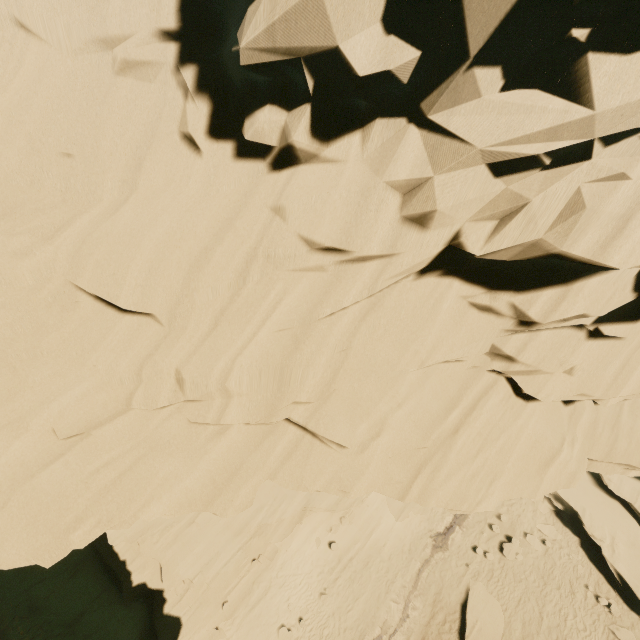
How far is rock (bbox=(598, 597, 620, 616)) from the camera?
17.16m

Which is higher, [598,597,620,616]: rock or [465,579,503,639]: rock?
[598,597,620,616]: rock

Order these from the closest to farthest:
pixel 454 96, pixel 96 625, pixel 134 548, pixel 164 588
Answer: pixel 454 96 < pixel 96 625 < pixel 164 588 < pixel 134 548

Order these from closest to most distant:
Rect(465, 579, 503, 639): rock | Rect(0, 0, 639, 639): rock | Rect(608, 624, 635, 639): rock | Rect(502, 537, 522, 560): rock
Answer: Rect(0, 0, 639, 639): rock
Rect(608, 624, 635, 639): rock
Rect(465, 579, 503, 639): rock
Rect(502, 537, 522, 560): rock

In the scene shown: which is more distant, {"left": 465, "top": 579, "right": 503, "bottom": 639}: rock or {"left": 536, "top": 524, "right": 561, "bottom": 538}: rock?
{"left": 536, "top": 524, "right": 561, "bottom": 538}: rock

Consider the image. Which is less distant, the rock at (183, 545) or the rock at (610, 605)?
the rock at (183, 545)

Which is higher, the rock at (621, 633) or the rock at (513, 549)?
the rock at (621, 633)
